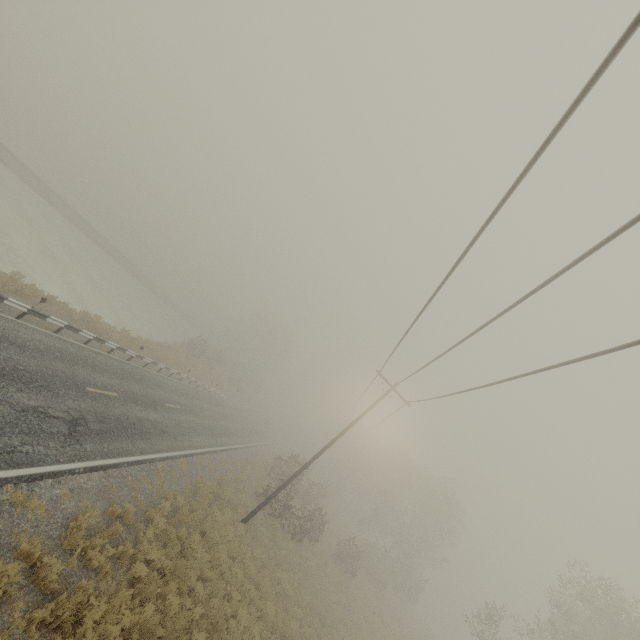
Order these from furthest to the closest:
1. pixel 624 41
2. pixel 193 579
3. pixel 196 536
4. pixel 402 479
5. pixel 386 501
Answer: pixel 402 479
pixel 386 501
pixel 196 536
pixel 193 579
pixel 624 41
